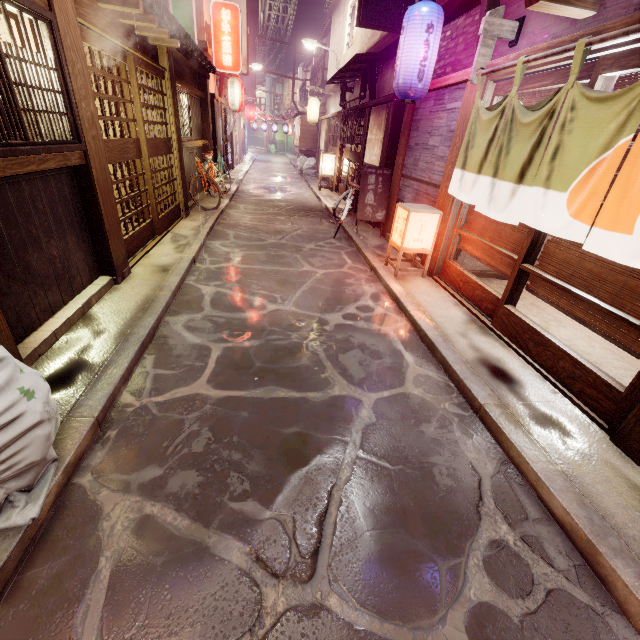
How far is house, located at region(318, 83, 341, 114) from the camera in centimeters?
2652cm

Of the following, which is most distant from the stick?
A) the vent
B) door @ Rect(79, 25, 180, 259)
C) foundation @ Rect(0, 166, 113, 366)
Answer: the vent

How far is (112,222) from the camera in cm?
745

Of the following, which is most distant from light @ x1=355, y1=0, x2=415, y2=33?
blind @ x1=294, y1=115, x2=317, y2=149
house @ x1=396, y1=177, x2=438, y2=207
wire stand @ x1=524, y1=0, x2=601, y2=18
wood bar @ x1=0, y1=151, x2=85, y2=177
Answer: blind @ x1=294, y1=115, x2=317, y2=149

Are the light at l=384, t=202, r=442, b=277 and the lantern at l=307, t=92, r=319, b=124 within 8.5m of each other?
no

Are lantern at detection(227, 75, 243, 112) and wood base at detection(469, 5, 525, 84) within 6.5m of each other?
no

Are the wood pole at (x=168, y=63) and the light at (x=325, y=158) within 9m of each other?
no

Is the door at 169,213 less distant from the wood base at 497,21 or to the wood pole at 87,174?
the wood pole at 87,174
